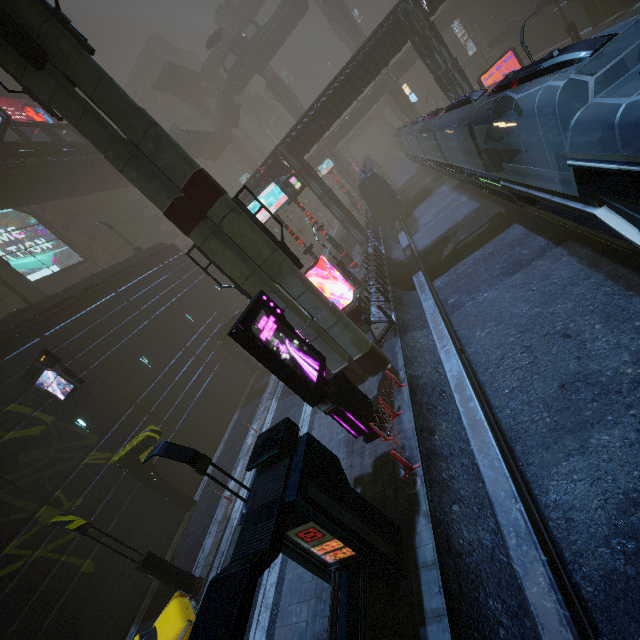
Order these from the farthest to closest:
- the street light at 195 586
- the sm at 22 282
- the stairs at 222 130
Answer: the stairs at 222 130 < the sm at 22 282 < the street light at 195 586

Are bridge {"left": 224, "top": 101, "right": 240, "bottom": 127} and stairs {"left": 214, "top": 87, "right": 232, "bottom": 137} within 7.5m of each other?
yes

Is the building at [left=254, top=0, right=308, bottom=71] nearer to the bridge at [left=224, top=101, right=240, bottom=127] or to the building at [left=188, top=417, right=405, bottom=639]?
the bridge at [left=224, top=101, right=240, bottom=127]

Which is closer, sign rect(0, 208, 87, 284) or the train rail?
the train rail

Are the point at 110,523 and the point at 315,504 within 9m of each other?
no

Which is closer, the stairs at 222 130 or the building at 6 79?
the building at 6 79

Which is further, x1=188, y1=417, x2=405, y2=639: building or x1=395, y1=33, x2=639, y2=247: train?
x1=395, y1=33, x2=639, y2=247: train

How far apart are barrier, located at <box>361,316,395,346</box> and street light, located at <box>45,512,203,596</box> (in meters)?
11.52
